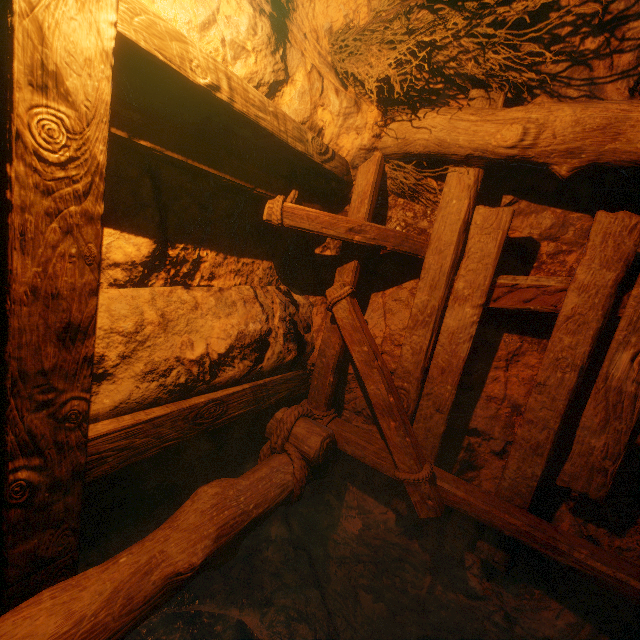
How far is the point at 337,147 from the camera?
2.5m
